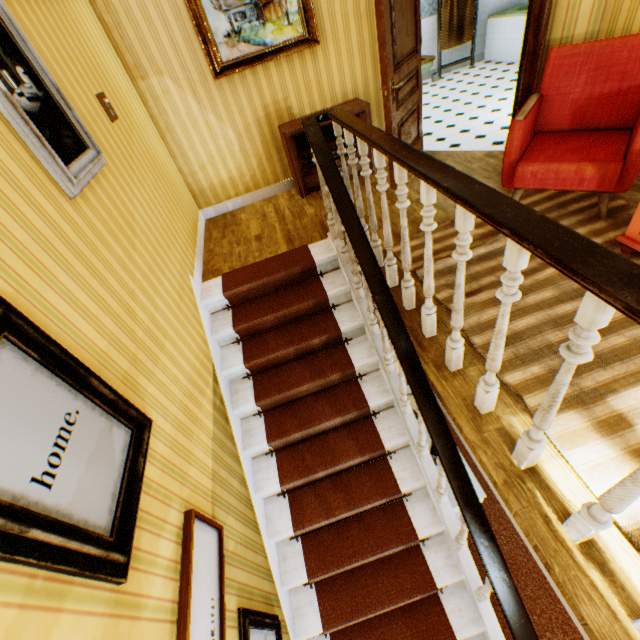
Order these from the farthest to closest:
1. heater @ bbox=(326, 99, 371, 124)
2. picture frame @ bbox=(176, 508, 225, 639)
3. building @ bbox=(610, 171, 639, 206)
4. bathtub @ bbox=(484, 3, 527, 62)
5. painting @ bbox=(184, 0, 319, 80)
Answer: bathtub @ bbox=(484, 3, 527, 62), heater @ bbox=(326, 99, 371, 124), painting @ bbox=(184, 0, 319, 80), building @ bbox=(610, 171, 639, 206), picture frame @ bbox=(176, 508, 225, 639)

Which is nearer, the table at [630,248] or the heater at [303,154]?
the table at [630,248]

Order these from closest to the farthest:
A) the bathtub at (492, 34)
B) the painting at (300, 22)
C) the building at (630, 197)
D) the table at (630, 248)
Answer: the table at (630, 248)
the building at (630, 197)
the painting at (300, 22)
the bathtub at (492, 34)

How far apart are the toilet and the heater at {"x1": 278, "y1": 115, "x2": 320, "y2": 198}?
4.27m

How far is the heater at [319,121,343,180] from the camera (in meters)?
4.30

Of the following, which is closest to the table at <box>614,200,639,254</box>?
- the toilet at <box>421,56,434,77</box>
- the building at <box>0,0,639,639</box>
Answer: the building at <box>0,0,639,639</box>

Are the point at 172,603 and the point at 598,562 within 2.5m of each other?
yes

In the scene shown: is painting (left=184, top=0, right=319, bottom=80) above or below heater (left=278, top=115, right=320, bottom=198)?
above
